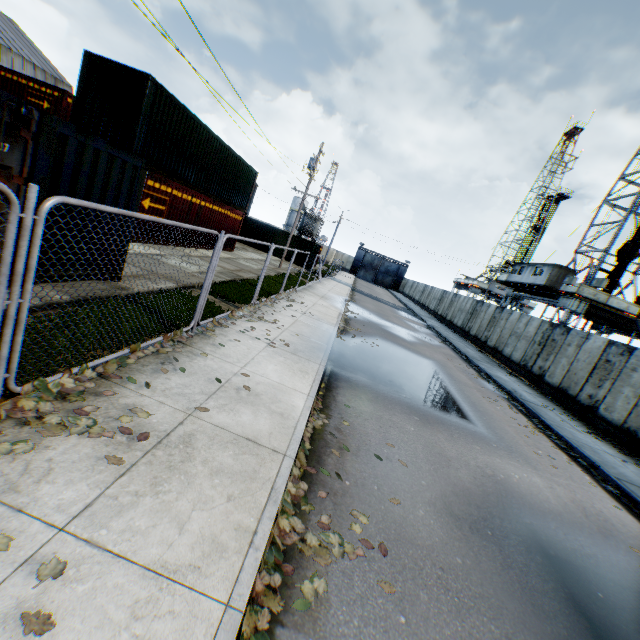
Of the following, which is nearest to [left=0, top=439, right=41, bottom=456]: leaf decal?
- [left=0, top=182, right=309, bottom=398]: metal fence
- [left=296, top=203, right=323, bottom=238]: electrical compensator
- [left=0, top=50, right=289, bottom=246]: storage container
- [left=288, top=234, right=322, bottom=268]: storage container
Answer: [left=0, top=182, right=309, bottom=398]: metal fence

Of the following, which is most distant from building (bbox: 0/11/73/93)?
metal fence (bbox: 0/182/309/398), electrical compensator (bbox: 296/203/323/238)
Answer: metal fence (bbox: 0/182/309/398)

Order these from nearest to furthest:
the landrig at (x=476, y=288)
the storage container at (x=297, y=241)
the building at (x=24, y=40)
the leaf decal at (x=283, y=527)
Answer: the leaf decal at (x=283, y=527) → the storage container at (x=297, y=241) → the building at (x=24, y=40) → the landrig at (x=476, y=288)

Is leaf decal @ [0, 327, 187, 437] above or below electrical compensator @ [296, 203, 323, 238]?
below

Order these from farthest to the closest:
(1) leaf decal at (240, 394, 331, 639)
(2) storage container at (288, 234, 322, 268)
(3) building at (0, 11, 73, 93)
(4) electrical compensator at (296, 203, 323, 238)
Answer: (4) electrical compensator at (296, 203, 323, 238), (3) building at (0, 11, 73, 93), (2) storage container at (288, 234, 322, 268), (1) leaf decal at (240, 394, 331, 639)

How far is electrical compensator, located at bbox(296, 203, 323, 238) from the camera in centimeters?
4331cm

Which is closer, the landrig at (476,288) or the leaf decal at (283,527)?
the leaf decal at (283,527)

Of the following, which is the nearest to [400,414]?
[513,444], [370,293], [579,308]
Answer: [513,444]
